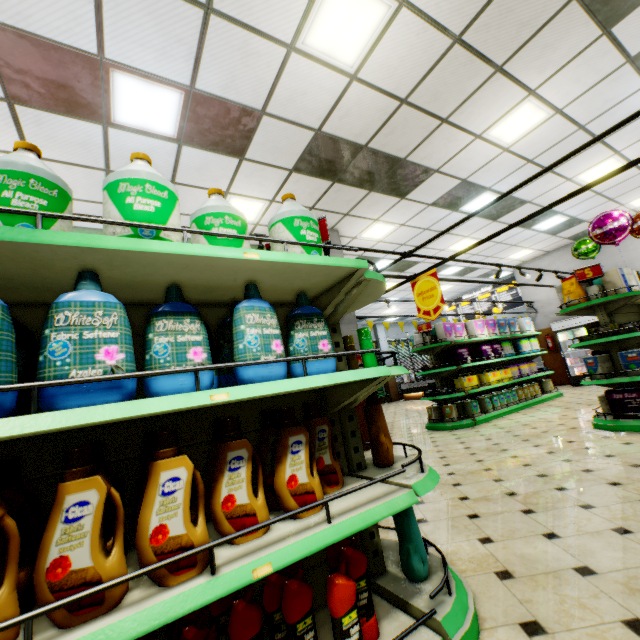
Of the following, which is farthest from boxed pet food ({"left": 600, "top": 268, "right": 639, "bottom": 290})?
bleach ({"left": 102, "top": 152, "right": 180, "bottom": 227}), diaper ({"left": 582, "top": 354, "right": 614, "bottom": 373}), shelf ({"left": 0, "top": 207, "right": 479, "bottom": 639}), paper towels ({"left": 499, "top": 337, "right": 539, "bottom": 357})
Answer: bleach ({"left": 102, "top": 152, "right": 180, "bottom": 227})

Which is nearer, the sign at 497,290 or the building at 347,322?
the building at 347,322

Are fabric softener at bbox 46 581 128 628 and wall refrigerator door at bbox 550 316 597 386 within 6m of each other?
no

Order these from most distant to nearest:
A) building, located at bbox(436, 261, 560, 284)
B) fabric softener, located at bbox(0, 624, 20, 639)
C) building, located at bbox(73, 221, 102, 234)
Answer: building, located at bbox(436, 261, 560, 284) < building, located at bbox(73, 221, 102, 234) < fabric softener, located at bbox(0, 624, 20, 639)

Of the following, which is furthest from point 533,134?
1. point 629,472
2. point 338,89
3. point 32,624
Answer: point 32,624

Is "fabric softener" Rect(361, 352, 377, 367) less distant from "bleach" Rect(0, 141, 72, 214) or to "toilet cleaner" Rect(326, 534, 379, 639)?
"toilet cleaner" Rect(326, 534, 379, 639)

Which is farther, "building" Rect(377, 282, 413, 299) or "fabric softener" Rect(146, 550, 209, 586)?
"building" Rect(377, 282, 413, 299)

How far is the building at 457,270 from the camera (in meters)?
12.12
